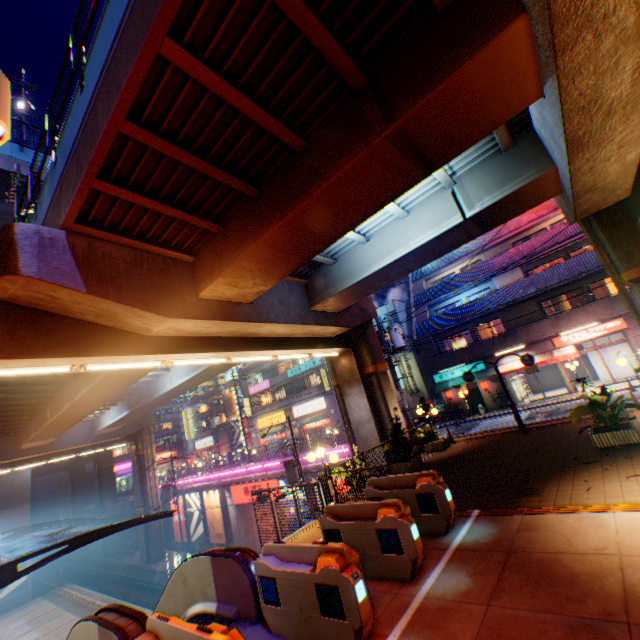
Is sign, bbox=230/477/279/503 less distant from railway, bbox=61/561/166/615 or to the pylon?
railway, bbox=61/561/166/615

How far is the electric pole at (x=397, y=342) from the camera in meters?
20.8

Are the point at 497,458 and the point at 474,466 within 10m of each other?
yes

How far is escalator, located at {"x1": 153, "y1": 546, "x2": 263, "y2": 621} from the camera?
5.8m

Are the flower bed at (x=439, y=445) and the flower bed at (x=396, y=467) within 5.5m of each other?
yes

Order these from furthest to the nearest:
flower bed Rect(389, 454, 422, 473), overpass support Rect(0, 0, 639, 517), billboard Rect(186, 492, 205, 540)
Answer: billboard Rect(186, 492, 205, 540) → flower bed Rect(389, 454, 422, 473) → overpass support Rect(0, 0, 639, 517)

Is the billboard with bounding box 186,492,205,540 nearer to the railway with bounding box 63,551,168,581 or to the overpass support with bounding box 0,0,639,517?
the railway with bounding box 63,551,168,581

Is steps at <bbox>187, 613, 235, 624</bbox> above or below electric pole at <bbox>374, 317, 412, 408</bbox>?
below
